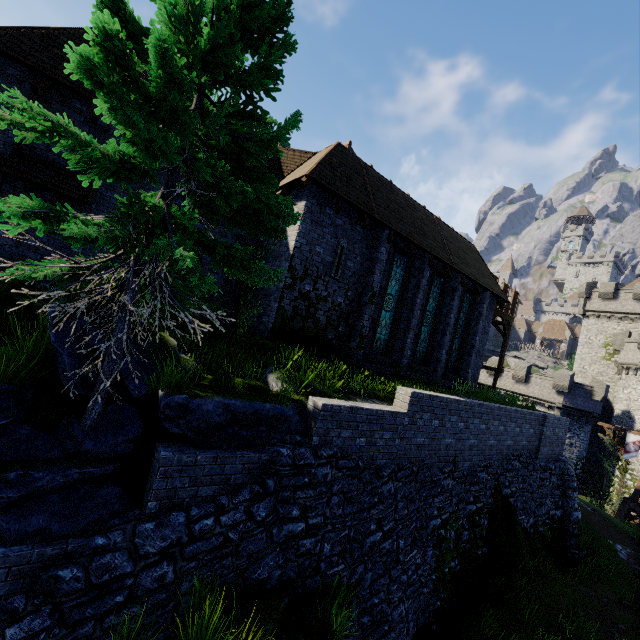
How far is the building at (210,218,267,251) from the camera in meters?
12.6 m

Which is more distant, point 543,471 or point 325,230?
point 543,471

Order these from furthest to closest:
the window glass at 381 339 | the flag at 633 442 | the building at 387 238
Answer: the flag at 633 442
the window glass at 381 339
the building at 387 238

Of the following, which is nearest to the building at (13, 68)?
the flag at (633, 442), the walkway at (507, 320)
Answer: the walkway at (507, 320)

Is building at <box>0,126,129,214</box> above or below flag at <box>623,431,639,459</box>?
above

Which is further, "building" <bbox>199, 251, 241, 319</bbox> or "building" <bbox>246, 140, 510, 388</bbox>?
"building" <bbox>199, 251, 241, 319</bbox>

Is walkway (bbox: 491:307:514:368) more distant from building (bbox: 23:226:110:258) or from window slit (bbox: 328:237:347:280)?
window slit (bbox: 328:237:347:280)
